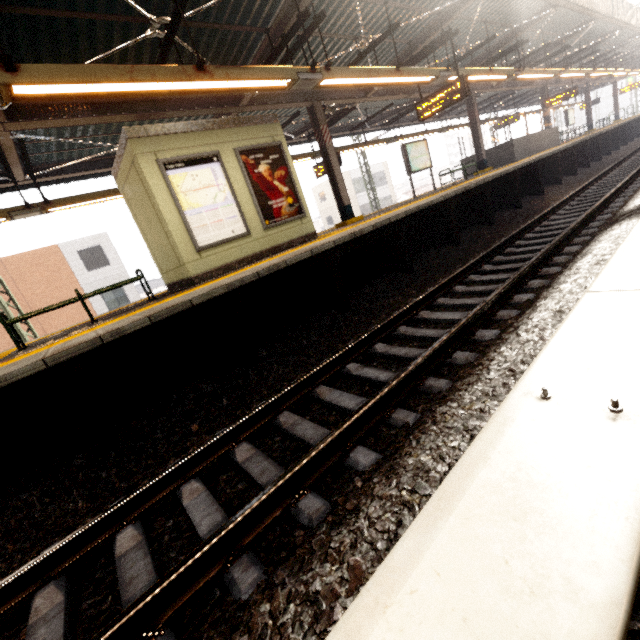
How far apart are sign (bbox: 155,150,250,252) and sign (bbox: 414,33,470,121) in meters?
6.4 m

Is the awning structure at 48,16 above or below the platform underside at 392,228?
above

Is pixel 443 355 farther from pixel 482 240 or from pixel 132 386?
pixel 482 240

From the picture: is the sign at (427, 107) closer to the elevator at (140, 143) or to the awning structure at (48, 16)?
the awning structure at (48, 16)

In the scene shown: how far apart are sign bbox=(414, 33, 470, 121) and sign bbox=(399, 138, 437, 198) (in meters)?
2.22

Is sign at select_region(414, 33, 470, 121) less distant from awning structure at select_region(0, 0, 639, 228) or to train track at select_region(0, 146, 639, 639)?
awning structure at select_region(0, 0, 639, 228)

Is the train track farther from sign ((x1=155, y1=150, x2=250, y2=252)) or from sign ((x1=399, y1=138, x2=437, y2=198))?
sign ((x1=399, y1=138, x2=437, y2=198))

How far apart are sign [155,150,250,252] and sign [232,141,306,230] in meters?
0.3 m
